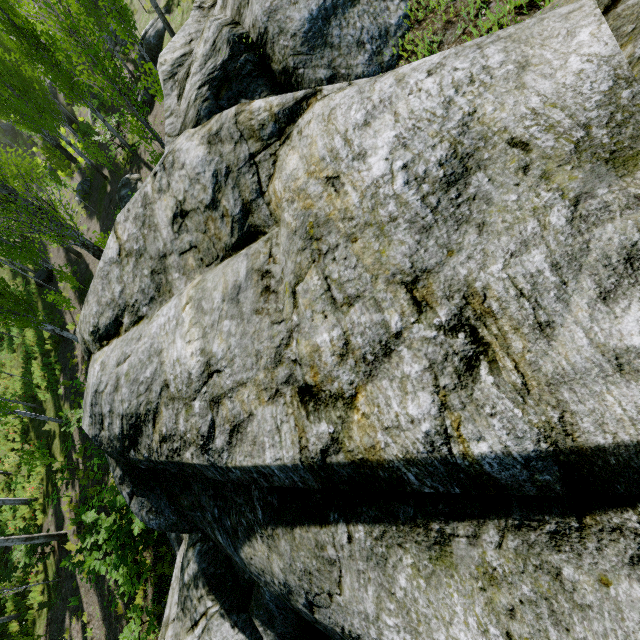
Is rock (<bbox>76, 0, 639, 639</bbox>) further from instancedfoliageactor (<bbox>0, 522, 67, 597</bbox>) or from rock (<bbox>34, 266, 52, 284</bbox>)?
rock (<bbox>34, 266, 52, 284</bbox>)

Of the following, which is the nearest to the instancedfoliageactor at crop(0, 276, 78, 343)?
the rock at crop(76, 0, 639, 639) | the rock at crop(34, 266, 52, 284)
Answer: the rock at crop(76, 0, 639, 639)

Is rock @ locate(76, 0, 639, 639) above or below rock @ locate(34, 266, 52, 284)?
above

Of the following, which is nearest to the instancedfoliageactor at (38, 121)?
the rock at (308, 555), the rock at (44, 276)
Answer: the rock at (308, 555)

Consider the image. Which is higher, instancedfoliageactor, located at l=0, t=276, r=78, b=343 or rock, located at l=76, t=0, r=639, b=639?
rock, located at l=76, t=0, r=639, b=639

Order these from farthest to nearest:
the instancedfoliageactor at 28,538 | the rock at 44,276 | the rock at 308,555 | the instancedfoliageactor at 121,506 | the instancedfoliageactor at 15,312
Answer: the rock at 44,276 < the instancedfoliageactor at 15,312 < the instancedfoliageactor at 28,538 < the instancedfoliageactor at 121,506 < the rock at 308,555

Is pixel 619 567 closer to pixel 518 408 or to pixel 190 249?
pixel 518 408

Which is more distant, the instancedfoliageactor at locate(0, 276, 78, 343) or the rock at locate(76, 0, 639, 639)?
the instancedfoliageactor at locate(0, 276, 78, 343)
